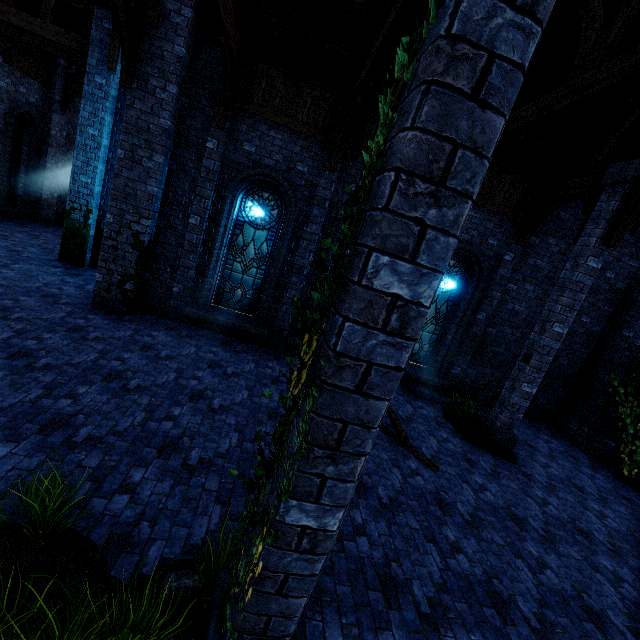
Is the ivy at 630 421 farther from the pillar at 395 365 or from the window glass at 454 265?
the pillar at 395 365

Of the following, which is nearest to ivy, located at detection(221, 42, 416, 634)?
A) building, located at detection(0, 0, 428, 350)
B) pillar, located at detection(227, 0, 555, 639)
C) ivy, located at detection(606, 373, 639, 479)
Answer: pillar, located at detection(227, 0, 555, 639)

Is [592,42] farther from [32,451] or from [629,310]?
[32,451]

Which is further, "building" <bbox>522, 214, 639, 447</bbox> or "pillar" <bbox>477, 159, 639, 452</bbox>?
"building" <bbox>522, 214, 639, 447</bbox>

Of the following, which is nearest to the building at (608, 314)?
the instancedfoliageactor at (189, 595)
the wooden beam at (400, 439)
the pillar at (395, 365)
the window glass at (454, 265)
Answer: the pillar at (395, 365)

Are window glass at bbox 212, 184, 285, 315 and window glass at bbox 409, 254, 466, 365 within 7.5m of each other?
yes

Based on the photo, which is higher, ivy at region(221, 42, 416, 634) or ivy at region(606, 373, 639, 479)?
ivy at region(221, 42, 416, 634)

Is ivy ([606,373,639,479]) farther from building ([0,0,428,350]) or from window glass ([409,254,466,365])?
window glass ([409,254,466,365])
